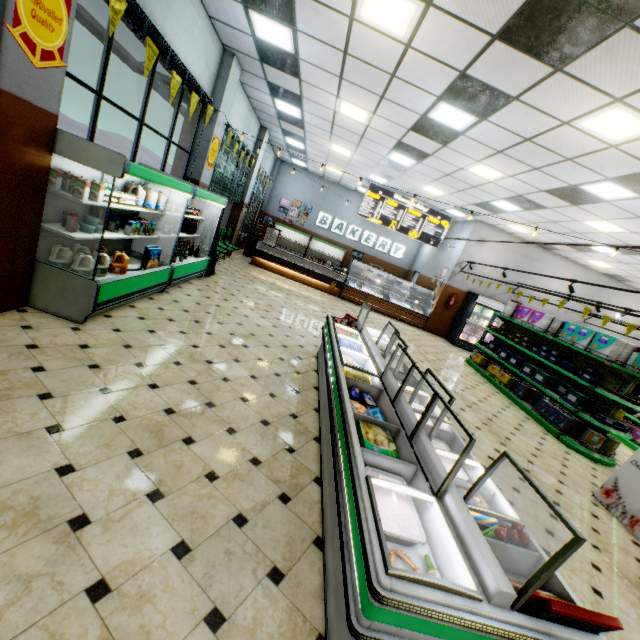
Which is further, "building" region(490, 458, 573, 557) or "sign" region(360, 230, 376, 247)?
"sign" region(360, 230, 376, 247)

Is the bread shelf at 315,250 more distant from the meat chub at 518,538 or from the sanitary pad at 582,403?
the meat chub at 518,538

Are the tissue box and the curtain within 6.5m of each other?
no

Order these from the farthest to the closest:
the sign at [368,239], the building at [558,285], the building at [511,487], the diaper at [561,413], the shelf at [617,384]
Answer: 1. the sign at [368,239]
2. the building at [558,285]
3. the diaper at [561,413]
4. the shelf at [617,384]
5. the building at [511,487]

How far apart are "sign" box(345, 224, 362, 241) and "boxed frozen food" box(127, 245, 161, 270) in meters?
13.2

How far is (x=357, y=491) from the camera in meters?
1.9 m

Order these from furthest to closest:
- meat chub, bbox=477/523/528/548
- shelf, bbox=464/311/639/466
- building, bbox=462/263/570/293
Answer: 1. building, bbox=462/263/570/293
2. shelf, bbox=464/311/639/466
3. meat chub, bbox=477/523/528/548

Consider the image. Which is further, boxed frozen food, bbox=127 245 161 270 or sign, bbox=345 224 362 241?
Result: sign, bbox=345 224 362 241
